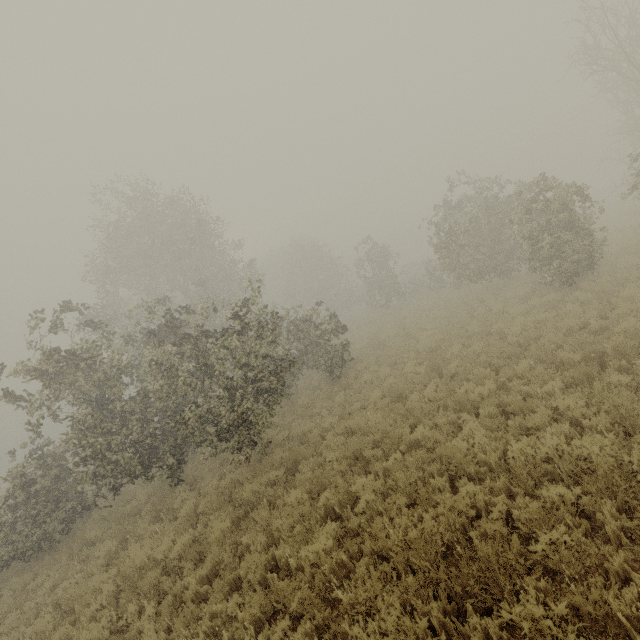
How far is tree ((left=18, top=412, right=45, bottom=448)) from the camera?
8.8m

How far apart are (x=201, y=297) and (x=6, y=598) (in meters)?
14.98

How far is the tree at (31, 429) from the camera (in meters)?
8.78

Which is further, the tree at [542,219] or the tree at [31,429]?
the tree at [542,219]

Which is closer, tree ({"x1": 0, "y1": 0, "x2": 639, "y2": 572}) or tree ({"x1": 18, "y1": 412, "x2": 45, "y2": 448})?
tree ({"x1": 18, "y1": 412, "x2": 45, "y2": 448})
